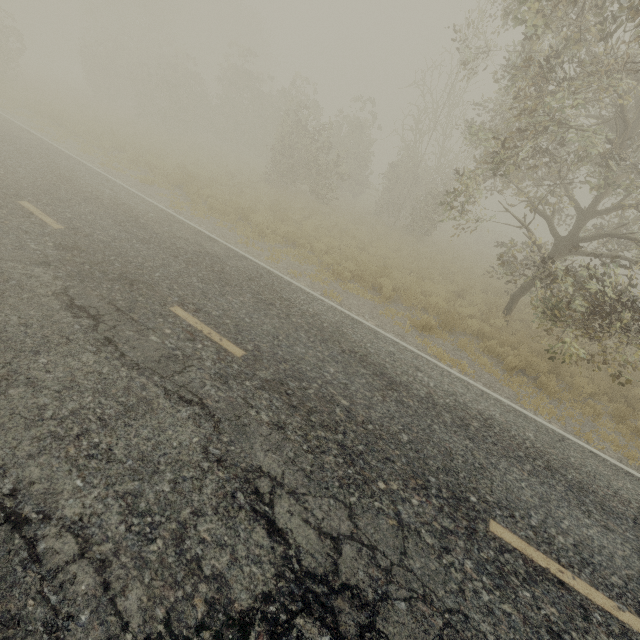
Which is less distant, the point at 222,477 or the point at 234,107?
the point at 222,477
